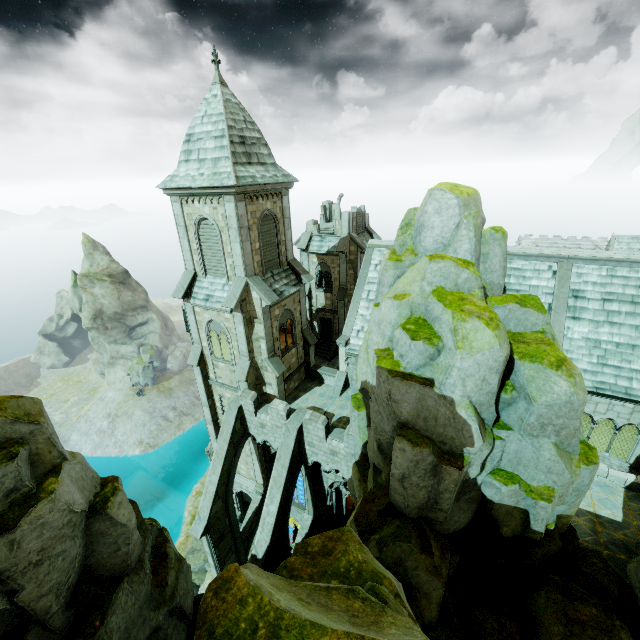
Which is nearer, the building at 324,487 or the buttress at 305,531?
the building at 324,487

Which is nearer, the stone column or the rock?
the rock

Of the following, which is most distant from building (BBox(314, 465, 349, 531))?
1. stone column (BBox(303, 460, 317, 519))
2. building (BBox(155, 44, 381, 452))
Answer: building (BBox(155, 44, 381, 452))

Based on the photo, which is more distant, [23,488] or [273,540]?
[273,540]

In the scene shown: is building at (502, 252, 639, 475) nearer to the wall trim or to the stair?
the wall trim

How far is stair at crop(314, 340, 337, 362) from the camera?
33.7m

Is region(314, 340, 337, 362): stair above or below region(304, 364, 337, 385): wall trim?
below

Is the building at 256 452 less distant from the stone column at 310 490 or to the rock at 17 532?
the stone column at 310 490
